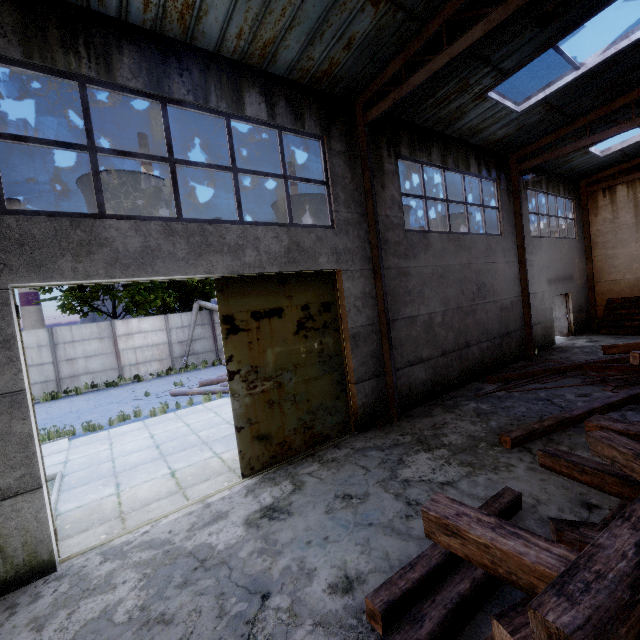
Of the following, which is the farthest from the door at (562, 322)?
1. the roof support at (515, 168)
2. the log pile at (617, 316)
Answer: the roof support at (515, 168)

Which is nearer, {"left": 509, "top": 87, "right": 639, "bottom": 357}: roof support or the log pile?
{"left": 509, "top": 87, "right": 639, "bottom": 357}: roof support

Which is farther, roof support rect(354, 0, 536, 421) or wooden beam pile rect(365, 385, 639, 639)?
roof support rect(354, 0, 536, 421)

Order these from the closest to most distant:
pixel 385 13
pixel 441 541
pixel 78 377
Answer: pixel 441 541
pixel 385 13
pixel 78 377

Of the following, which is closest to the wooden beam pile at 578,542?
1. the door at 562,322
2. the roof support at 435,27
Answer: the roof support at 435,27

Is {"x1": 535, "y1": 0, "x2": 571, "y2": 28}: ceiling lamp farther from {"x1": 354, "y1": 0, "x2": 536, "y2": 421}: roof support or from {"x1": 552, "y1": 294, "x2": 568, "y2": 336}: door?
{"x1": 552, "y1": 294, "x2": 568, "y2": 336}: door

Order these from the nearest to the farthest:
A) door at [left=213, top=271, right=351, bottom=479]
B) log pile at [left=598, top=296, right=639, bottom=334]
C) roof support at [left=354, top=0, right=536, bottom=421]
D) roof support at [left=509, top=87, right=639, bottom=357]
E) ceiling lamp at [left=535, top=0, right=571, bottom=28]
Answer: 1. ceiling lamp at [left=535, top=0, right=571, bottom=28]
2. roof support at [left=354, top=0, right=536, bottom=421]
3. door at [left=213, top=271, right=351, bottom=479]
4. roof support at [left=509, top=87, right=639, bottom=357]
5. log pile at [left=598, top=296, right=639, bottom=334]

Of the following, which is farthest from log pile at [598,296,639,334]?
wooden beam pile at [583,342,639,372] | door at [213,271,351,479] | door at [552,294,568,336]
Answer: door at [213,271,351,479]
